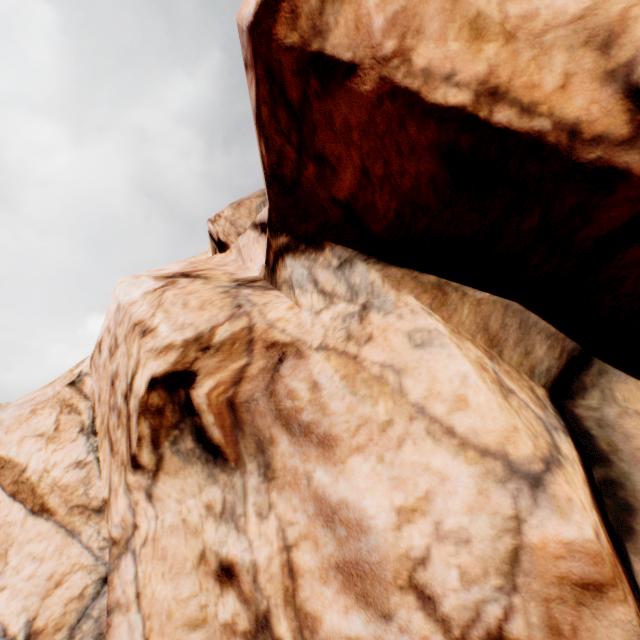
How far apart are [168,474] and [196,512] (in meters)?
0.63
